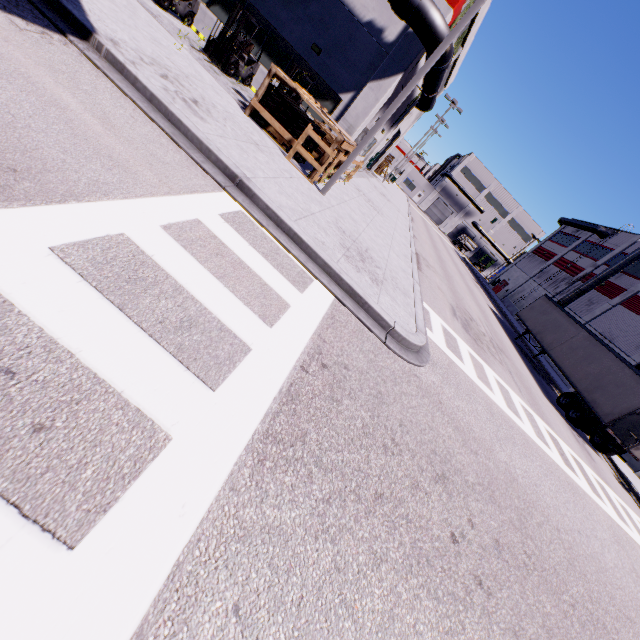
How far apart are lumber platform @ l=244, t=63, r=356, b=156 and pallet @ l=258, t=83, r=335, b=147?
0.2 meters

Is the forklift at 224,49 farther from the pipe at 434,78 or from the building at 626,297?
the pipe at 434,78

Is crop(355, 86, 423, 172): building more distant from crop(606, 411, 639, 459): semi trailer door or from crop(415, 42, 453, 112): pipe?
crop(606, 411, 639, 459): semi trailer door

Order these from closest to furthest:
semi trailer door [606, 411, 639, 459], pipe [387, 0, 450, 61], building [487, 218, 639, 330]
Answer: pipe [387, 0, 450, 61], semi trailer door [606, 411, 639, 459], building [487, 218, 639, 330]

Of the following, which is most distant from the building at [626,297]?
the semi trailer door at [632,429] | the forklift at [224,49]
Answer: the semi trailer door at [632,429]

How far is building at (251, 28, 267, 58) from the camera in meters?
15.0 m

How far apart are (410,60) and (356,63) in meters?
2.4 m
